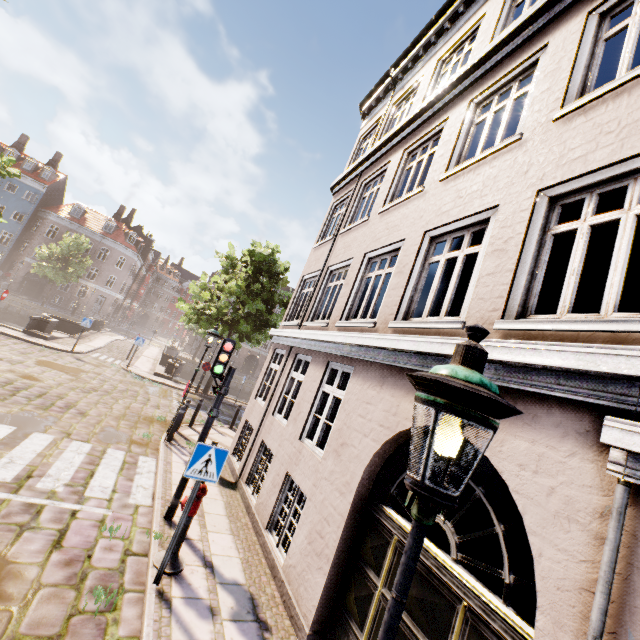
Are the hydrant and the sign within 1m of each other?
yes

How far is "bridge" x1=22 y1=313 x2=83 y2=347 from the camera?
17.6m

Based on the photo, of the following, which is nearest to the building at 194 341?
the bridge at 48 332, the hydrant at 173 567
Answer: the bridge at 48 332

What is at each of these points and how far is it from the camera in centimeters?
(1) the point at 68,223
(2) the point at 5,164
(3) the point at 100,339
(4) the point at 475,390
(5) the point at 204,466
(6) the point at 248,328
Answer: (1) building, 4191cm
(2) tree, 1625cm
(3) bridge, 2512cm
(4) street light, 136cm
(5) sign, 462cm
(6) tree, 1831cm

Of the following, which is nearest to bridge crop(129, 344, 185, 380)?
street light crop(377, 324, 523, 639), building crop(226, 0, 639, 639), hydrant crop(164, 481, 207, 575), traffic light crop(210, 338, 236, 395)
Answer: building crop(226, 0, 639, 639)

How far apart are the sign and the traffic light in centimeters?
170cm

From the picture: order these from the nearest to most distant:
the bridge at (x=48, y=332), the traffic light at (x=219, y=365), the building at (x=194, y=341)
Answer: the traffic light at (x=219, y=365)
the bridge at (x=48, y=332)
the building at (x=194, y=341)

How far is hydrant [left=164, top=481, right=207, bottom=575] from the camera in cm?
471
